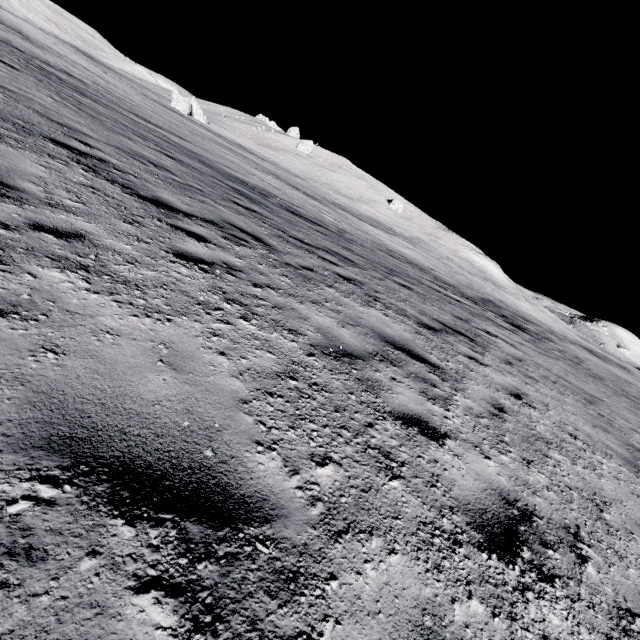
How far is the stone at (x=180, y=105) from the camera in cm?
4800

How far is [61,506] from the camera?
Result: 1.2m

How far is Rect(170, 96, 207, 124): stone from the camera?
48.0m
